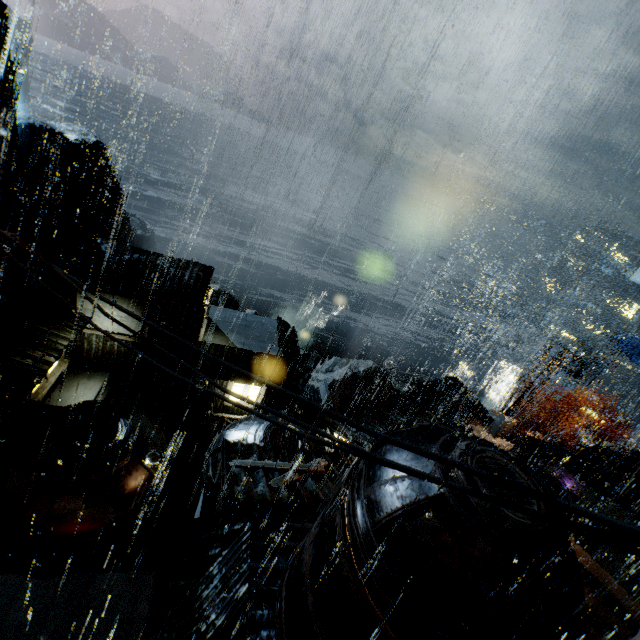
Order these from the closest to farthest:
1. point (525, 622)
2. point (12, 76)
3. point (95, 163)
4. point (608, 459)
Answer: point (525, 622), point (608, 459), point (12, 76), point (95, 163)

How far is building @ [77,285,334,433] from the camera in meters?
22.6

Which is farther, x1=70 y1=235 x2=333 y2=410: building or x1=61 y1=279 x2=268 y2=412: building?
x1=70 y1=235 x2=333 y2=410: building

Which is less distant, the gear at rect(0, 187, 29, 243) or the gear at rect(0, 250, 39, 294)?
the gear at rect(0, 187, 29, 243)

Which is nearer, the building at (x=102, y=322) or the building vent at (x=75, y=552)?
the building vent at (x=75, y=552)

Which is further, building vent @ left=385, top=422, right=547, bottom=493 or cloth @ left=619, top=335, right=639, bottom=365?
cloth @ left=619, top=335, right=639, bottom=365

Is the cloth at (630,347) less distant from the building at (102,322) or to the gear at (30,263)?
the building at (102,322)

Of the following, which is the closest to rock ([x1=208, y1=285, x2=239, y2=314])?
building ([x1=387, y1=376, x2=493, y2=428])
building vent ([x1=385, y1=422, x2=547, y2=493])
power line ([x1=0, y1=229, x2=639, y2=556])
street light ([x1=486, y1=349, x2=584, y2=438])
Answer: building ([x1=387, y1=376, x2=493, y2=428])
